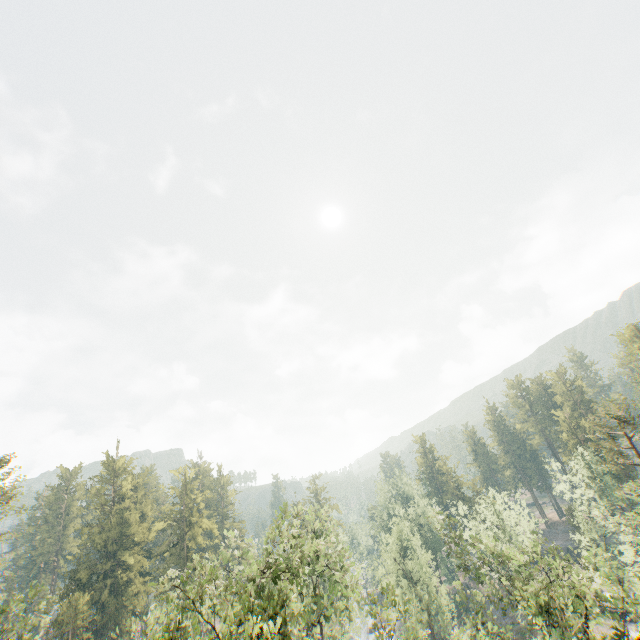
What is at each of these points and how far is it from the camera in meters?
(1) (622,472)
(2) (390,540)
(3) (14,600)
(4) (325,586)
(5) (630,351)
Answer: (1) foliage, 55.0
(2) foliage, 40.8
(3) foliage, 58.1
(4) foliage, 59.2
(5) foliage, 59.8

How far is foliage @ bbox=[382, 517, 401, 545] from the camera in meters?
40.7

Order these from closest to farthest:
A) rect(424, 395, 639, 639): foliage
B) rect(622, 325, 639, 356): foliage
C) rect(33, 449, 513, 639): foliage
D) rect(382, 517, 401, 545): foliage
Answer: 1. rect(33, 449, 513, 639): foliage
2. rect(424, 395, 639, 639): foliage
3. rect(382, 517, 401, 545): foliage
4. rect(622, 325, 639, 356): foliage

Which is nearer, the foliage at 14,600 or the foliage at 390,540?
the foliage at 14,600

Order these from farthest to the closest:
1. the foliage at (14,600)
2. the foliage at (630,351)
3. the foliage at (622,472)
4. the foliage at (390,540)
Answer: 1. the foliage at (630,351)
2. the foliage at (390,540)
3. the foliage at (14,600)
4. the foliage at (622,472)

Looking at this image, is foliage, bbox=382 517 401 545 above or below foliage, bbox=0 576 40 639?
below

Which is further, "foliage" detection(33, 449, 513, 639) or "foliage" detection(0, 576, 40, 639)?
"foliage" detection(0, 576, 40, 639)
